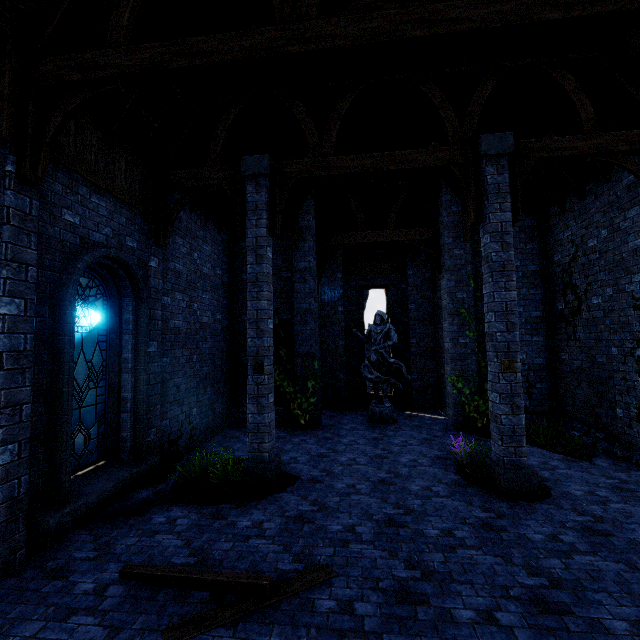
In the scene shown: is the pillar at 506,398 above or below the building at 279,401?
below

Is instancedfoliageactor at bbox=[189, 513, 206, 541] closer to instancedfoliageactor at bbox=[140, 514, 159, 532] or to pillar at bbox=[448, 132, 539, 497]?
instancedfoliageactor at bbox=[140, 514, 159, 532]

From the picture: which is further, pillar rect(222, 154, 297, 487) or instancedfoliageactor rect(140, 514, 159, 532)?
pillar rect(222, 154, 297, 487)

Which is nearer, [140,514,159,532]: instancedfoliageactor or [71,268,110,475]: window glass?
[140,514,159,532]: instancedfoliageactor

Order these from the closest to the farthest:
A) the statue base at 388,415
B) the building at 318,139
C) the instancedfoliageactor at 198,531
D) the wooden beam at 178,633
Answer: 1. the wooden beam at 178,633
2. the building at 318,139
3. the instancedfoliageactor at 198,531
4. the statue base at 388,415

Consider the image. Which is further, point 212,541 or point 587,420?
point 587,420

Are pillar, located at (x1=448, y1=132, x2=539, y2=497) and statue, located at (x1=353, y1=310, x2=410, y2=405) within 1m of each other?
no

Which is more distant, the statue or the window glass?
the statue
